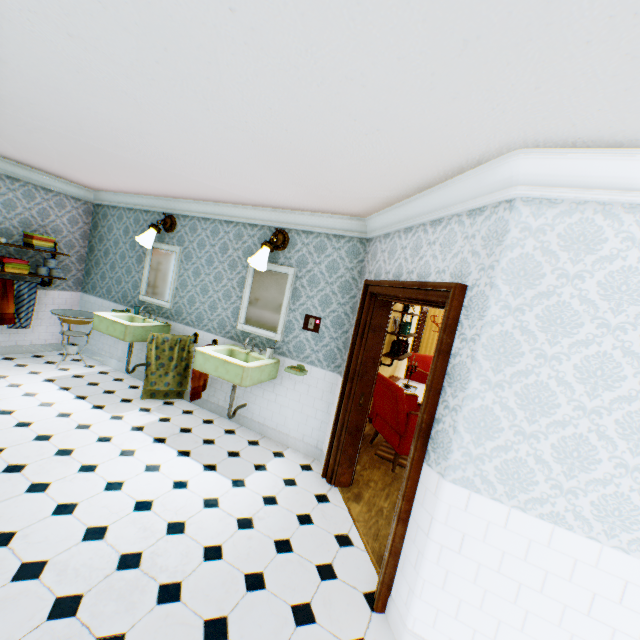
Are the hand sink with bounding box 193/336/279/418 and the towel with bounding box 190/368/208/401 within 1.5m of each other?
yes

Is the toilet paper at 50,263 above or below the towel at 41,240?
below

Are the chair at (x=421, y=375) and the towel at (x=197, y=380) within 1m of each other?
no

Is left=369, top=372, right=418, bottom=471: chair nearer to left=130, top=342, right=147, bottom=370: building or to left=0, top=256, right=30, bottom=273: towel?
left=130, top=342, right=147, bottom=370: building

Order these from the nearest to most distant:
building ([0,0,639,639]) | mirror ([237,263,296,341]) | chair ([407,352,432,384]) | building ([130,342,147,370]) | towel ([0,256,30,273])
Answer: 1. building ([0,0,639,639])
2. mirror ([237,263,296,341])
3. towel ([0,256,30,273])
4. building ([130,342,147,370])
5. chair ([407,352,432,384])

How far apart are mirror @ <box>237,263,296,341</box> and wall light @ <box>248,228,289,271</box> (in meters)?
0.23

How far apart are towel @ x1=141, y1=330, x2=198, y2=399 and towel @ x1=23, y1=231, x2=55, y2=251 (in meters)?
2.60

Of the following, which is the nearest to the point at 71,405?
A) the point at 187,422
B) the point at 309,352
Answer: the point at 187,422
